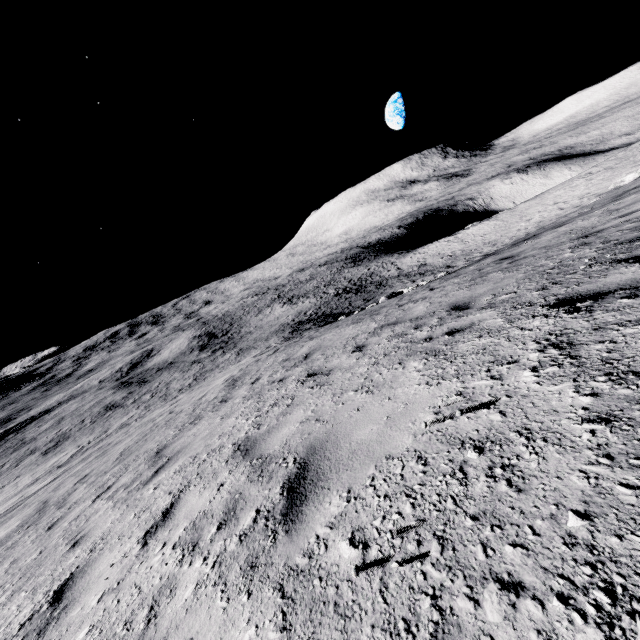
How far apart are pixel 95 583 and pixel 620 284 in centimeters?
556cm
